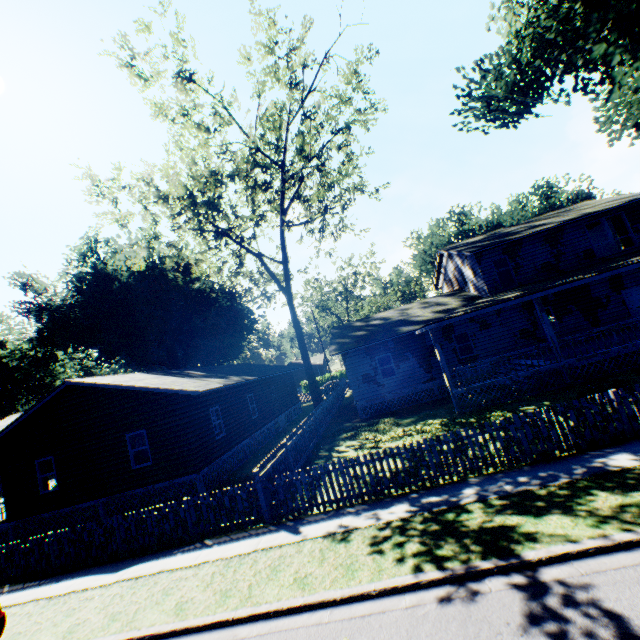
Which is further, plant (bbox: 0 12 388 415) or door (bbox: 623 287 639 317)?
plant (bbox: 0 12 388 415)

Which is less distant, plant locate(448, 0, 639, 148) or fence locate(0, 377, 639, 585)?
fence locate(0, 377, 639, 585)

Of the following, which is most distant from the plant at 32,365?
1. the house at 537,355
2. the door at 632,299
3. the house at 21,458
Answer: the door at 632,299

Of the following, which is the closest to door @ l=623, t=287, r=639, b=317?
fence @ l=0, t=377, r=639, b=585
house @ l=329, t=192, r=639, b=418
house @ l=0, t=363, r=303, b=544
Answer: house @ l=329, t=192, r=639, b=418

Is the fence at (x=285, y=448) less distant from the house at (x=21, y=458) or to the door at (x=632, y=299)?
the house at (x=21, y=458)

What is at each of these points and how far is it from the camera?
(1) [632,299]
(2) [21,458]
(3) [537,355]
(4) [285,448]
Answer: (1) door, 18.9 meters
(2) house, 15.6 meters
(3) house, 18.9 meters
(4) fence, 12.5 meters

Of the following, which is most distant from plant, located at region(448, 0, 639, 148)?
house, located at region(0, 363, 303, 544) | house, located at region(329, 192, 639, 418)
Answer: house, located at region(0, 363, 303, 544)

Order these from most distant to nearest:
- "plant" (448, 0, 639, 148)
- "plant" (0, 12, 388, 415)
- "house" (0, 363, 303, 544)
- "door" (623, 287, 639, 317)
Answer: "plant" (0, 12, 388, 415) → "door" (623, 287, 639, 317) → "house" (0, 363, 303, 544) → "plant" (448, 0, 639, 148)
